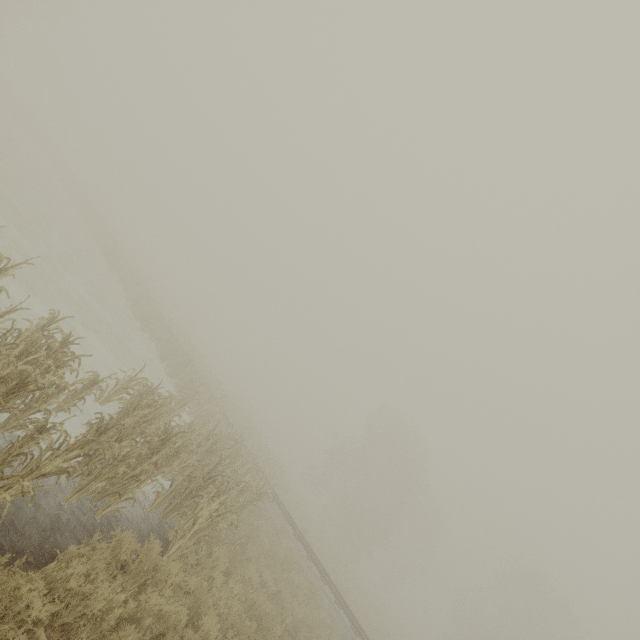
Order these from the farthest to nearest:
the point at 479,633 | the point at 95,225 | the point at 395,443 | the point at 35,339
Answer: the point at 395,443 → the point at 479,633 → the point at 95,225 → the point at 35,339
